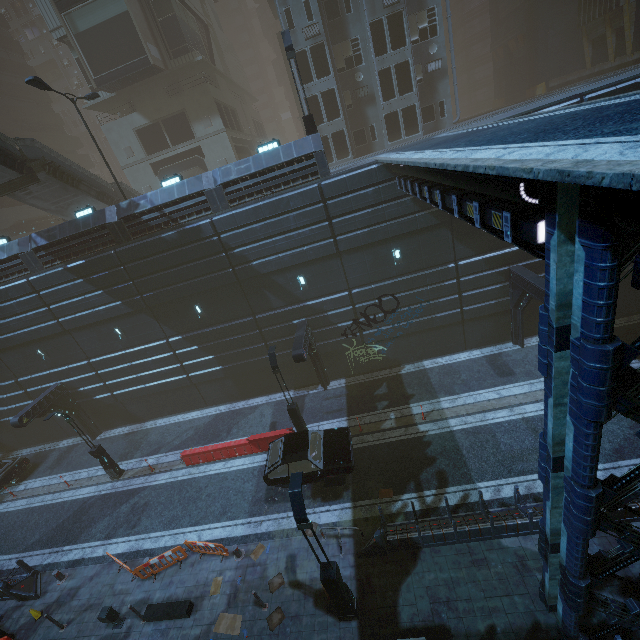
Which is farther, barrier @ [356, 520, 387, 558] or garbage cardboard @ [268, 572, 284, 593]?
garbage cardboard @ [268, 572, 284, 593]

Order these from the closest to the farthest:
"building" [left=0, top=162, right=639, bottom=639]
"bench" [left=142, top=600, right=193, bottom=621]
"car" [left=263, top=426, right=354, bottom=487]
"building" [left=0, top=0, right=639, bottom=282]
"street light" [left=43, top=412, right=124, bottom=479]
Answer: "building" [left=0, top=162, right=639, bottom=639], "bench" [left=142, top=600, right=193, bottom=621], "car" [left=263, top=426, right=354, bottom=487], "street light" [left=43, top=412, right=124, bottom=479], "building" [left=0, top=0, right=639, bottom=282]

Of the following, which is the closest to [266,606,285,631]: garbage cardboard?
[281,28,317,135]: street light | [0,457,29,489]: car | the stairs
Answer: [281,28,317,135]: street light

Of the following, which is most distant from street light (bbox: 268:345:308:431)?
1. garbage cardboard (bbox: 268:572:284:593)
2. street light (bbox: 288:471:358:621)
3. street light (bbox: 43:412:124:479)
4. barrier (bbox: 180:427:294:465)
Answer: street light (bbox: 43:412:124:479)

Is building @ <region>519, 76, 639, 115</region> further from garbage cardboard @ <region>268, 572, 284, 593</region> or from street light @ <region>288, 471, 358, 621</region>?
garbage cardboard @ <region>268, 572, 284, 593</region>

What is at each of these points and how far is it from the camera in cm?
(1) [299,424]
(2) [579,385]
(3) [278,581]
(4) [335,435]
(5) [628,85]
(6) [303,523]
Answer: (1) street light, 1673
(2) building, 468
(3) garbage cardboard, 1180
(4) car, 1470
(5) building, 1365
(6) street light, 838

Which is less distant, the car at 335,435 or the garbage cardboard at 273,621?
the garbage cardboard at 273,621

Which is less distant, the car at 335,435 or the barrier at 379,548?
the barrier at 379,548
